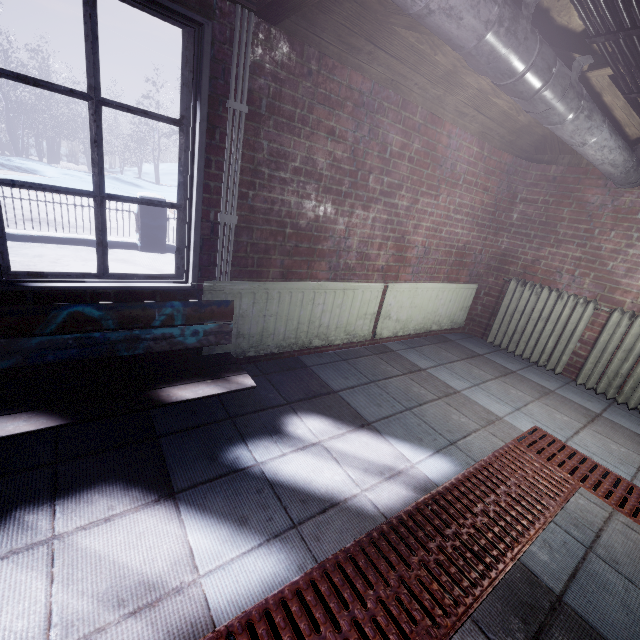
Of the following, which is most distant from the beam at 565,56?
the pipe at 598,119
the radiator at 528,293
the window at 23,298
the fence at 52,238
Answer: the fence at 52,238

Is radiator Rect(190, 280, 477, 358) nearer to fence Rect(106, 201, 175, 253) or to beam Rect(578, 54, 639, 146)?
beam Rect(578, 54, 639, 146)

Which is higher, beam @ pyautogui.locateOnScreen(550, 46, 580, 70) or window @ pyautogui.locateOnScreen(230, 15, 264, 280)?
beam @ pyautogui.locateOnScreen(550, 46, 580, 70)

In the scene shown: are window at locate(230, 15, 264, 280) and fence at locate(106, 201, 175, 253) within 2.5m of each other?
no

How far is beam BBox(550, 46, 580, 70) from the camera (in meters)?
1.92

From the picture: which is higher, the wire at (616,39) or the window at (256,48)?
the wire at (616,39)

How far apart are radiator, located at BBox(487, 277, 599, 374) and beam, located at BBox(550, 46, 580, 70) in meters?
1.3

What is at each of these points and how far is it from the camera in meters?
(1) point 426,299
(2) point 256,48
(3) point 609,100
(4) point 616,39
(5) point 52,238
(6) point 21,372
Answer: (1) radiator, 3.3
(2) window, 1.6
(3) beam, 2.3
(4) wire, 1.2
(5) fence, 4.9
(6) window, 1.6
